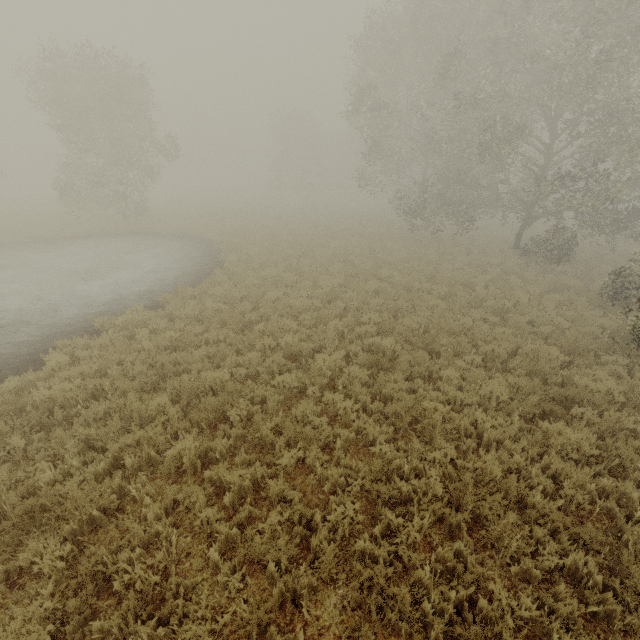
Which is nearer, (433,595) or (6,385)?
(433,595)
